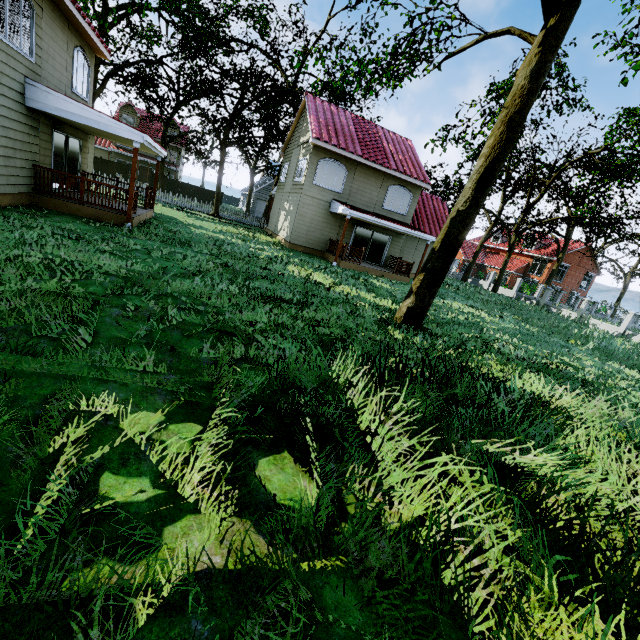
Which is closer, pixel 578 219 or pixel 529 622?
pixel 529 622

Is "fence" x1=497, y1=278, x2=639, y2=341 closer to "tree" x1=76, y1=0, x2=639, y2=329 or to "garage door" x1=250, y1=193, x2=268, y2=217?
"tree" x1=76, y1=0, x2=639, y2=329

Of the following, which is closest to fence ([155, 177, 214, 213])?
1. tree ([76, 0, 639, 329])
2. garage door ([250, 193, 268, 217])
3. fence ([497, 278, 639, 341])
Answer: tree ([76, 0, 639, 329])

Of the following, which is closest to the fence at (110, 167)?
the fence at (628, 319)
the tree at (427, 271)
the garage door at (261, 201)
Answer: the tree at (427, 271)

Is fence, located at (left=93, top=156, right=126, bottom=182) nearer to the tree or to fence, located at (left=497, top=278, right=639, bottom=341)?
the tree

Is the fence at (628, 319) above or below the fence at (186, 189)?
above

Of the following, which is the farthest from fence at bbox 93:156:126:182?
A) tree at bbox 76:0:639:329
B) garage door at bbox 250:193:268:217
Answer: garage door at bbox 250:193:268:217
